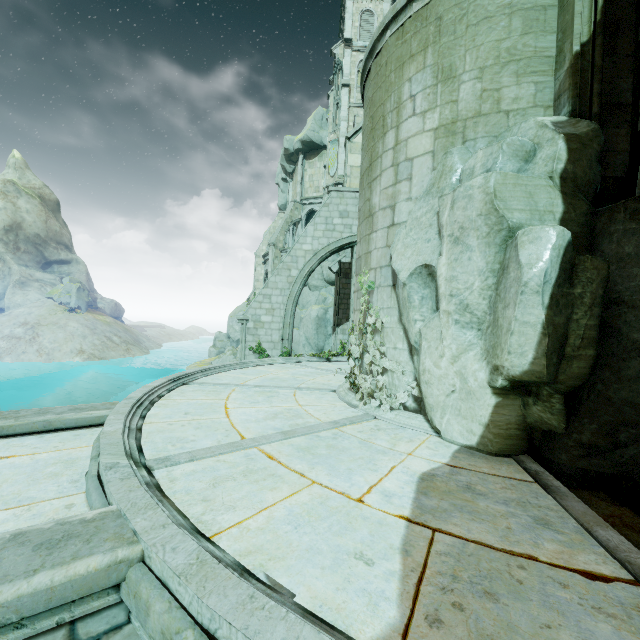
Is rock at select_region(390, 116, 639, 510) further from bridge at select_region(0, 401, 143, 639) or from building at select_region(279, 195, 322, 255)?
building at select_region(279, 195, 322, 255)

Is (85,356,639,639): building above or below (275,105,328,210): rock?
below

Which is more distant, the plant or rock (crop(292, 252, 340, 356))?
rock (crop(292, 252, 340, 356))

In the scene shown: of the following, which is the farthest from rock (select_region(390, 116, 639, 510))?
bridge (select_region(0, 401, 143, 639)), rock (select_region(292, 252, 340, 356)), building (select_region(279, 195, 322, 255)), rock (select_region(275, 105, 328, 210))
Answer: rock (select_region(275, 105, 328, 210))

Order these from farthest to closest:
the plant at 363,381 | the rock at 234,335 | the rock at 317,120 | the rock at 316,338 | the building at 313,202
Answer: the rock at 234,335 → the building at 313,202 → the rock at 317,120 → the rock at 316,338 → the plant at 363,381

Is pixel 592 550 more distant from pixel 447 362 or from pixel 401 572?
pixel 447 362

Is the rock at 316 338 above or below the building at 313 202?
below

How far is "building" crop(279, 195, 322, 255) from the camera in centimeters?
3956cm
